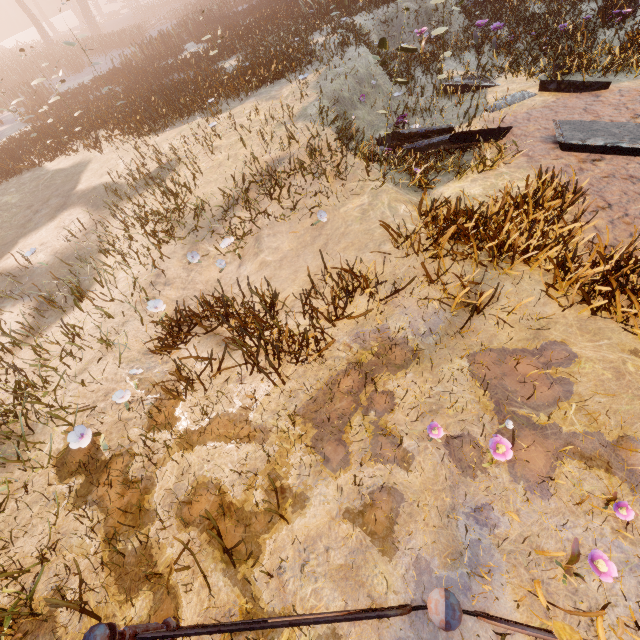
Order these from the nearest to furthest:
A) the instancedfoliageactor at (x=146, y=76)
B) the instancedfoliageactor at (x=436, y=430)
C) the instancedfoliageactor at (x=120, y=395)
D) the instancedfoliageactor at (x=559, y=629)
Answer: the instancedfoliageactor at (x=559, y=629), the instancedfoliageactor at (x=436, y=430), the instancedfoliageactor at (x=120, y=395), the instancedfoliageactor at (x=146, y=76)

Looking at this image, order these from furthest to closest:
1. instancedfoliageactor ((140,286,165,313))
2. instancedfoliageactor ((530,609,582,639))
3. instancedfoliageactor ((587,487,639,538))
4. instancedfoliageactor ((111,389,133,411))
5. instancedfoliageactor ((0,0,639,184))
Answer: instancedfoliageactor ((0,0,639,184)) → instancedfoliageactor ((140,286,165,313)) → instancedfoliageactor ((111,389,133,411)) → instancedfoliageactor ((587,487,639,538)) → instancedfoliageactor ((530,609,582,639))

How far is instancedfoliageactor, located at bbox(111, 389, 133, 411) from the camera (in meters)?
3.65

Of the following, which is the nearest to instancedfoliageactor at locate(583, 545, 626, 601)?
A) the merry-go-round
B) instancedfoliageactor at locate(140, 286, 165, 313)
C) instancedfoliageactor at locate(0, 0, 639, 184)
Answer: the merry-go-round

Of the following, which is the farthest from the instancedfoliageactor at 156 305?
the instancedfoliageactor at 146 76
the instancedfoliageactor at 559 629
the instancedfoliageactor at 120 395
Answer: the instancedfoliageactor at 146 76

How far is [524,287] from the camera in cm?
360

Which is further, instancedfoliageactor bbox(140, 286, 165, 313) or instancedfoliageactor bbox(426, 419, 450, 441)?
instancedfoliageactor bbox(140, 286, 165, 313)

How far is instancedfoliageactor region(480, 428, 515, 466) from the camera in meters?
2.3 m
